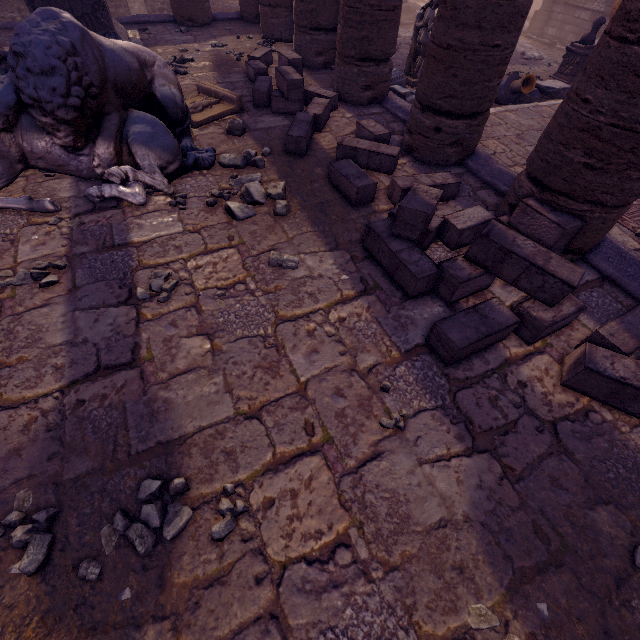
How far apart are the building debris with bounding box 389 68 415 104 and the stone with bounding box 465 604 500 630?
8.7 meters

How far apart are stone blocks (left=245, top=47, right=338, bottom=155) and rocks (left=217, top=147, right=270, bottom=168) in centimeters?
27cm

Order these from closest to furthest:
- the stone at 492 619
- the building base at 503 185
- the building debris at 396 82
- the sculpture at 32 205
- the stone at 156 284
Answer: the stone at 492 619 → the stone at 156 284 → the sculpture at 32 205 → the building base at 503 185 → the building debris at 396 82

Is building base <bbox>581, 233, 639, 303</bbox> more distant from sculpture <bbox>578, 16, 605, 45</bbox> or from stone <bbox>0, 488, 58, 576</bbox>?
sculpture <bbox>578, 16, 605, 45</bbox>

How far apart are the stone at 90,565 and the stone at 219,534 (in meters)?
0.18

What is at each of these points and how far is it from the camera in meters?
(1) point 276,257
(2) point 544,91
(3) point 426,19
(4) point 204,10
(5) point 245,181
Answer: (1) rocks, 3.3 m
(2) debris pile, 8.8 m
(3) sculpture, 7.8 m
(4) column, 9.1 m
(5) rocks, 4.2 m

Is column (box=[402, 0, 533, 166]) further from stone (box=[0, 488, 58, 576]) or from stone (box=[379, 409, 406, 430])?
stone (box=[0, 488, 58, 576])

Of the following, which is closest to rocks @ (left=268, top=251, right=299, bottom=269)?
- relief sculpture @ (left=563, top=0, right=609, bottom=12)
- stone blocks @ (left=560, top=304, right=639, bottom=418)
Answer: stone blocks @ (left=560, top=304, right=639, bottom=418)
